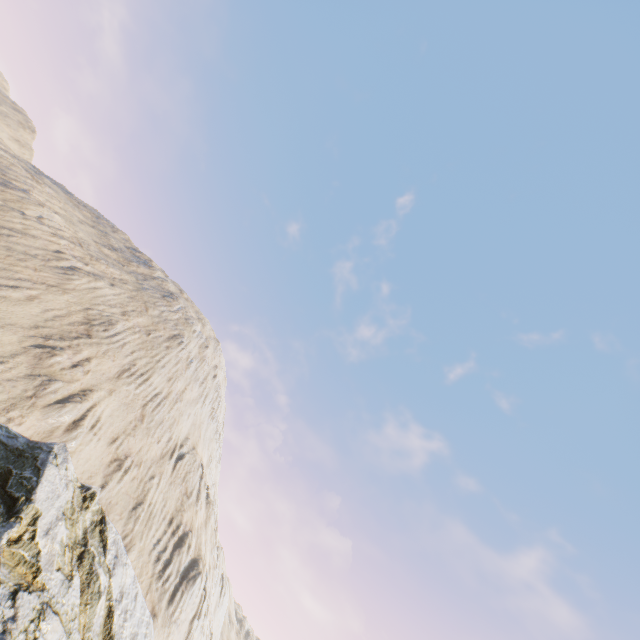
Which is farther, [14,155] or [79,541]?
[14,155]
